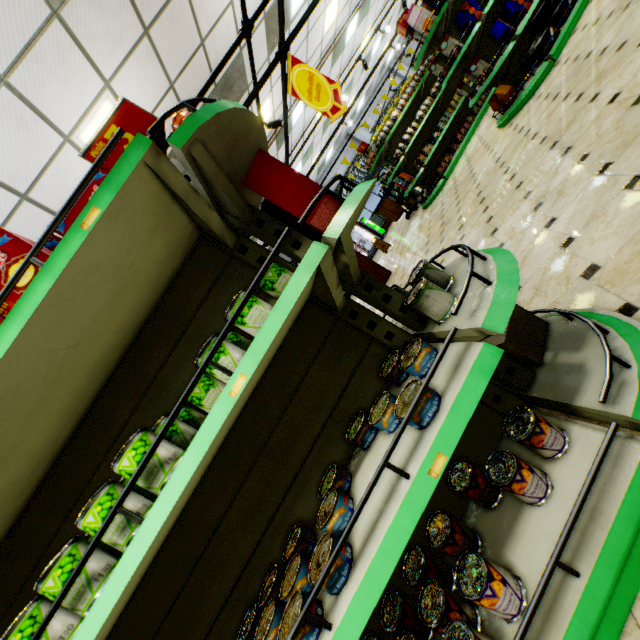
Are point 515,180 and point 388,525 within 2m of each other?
no

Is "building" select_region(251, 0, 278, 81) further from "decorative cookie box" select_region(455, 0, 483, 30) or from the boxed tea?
"decorative cookie box" select_region(455, 0, 483, 30)

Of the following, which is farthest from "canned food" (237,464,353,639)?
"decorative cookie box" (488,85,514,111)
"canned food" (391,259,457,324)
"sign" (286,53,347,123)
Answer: "decorative cookie box" (488,85,514,111)

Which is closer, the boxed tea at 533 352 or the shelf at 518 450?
the shelf at 518 450

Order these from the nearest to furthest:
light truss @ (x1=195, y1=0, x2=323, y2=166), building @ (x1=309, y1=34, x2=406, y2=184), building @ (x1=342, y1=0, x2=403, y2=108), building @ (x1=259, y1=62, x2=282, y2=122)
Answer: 1. light truss @ (x1=195, y1=0, x2=323, y2=166)
2. building @ (x1=259, y1=62, x2=282, y2=122)
3. building @ (x1=342, y1=0, x2=403, y2=108)
4. building @ (x1=309, y1=34, x2=406, y2=184)

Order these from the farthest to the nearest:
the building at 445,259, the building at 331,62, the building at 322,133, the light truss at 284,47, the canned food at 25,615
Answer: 1. the building at 322,133
2. the building at 331,62
3. the building at 445,259
4. the light truss at 284,47
5. the canned food at 25,615

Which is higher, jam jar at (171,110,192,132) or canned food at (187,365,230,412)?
jam jar at (171,110,192,132)

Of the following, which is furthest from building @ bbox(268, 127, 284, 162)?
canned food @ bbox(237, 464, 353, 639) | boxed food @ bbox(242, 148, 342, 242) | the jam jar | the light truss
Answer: the jam jar
